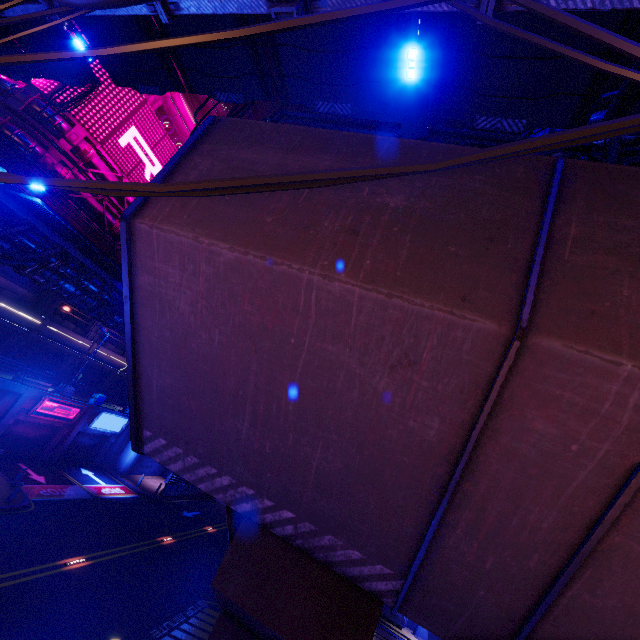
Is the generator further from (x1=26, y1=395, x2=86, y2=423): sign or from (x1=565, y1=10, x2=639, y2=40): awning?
(x1=565, y1=10, x2=639, y2=40): awning

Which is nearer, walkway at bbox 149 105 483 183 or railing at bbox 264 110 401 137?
walkway at bbox 149 105 483 183

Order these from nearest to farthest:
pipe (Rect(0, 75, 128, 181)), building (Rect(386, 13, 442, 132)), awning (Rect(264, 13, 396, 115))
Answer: awning (Rect(264, 13, 396, 115)) → pipe (Rect(0, 75, 128, 181)) → building (Rect(386, 13, 442, 132))

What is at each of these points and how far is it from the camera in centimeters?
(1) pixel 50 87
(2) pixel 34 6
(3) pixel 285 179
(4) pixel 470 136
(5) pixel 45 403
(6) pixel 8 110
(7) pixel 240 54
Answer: (1) sign, 2250cm
(2) pipe, 631cm
(3) cable, 122cm
(4) railing, 553cm
(5) sign, 2255cm
(6) pipe, 2139cm
(7) awning, 1070cm

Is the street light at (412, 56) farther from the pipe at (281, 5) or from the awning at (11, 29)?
the awning at (11, 29)

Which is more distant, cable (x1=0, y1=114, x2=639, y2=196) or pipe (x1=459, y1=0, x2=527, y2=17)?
pipe (x1=459, y1=0, x2=527, y2=17)

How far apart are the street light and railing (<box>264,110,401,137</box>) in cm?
406

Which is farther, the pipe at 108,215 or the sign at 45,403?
the pipe at 108,215
